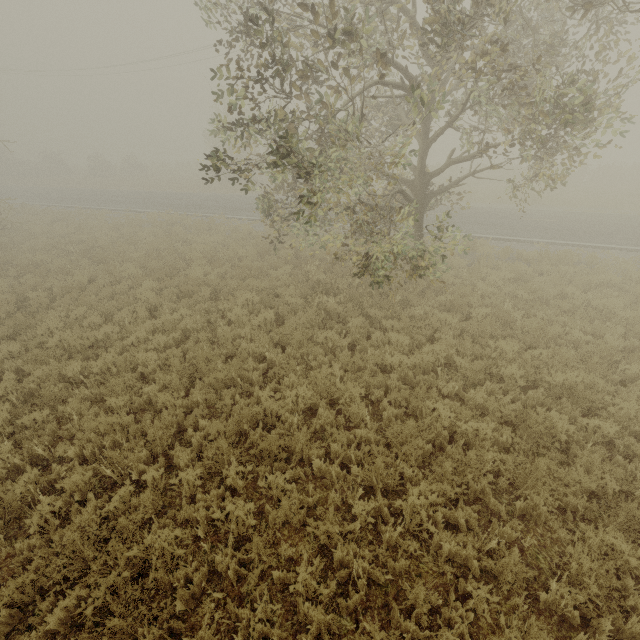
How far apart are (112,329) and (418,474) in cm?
A: 803
